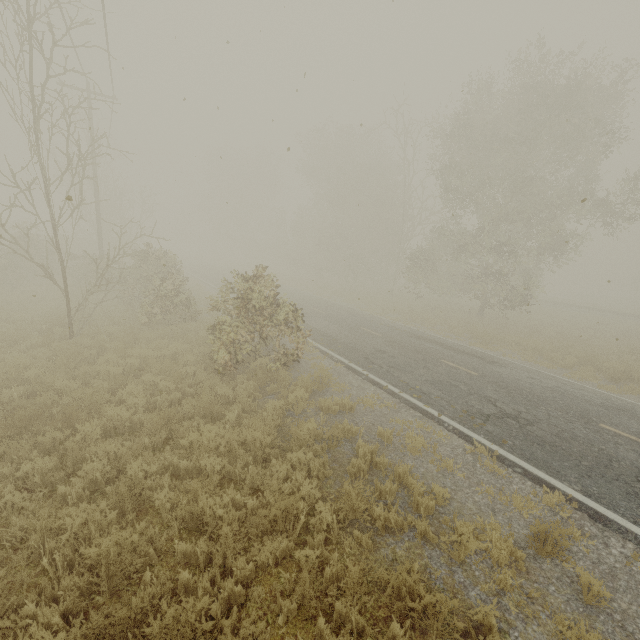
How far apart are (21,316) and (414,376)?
15.6m

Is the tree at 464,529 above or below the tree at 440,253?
below

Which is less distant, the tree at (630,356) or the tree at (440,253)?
the tree at (440,253)

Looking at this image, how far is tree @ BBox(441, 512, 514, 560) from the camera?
4.4 meters

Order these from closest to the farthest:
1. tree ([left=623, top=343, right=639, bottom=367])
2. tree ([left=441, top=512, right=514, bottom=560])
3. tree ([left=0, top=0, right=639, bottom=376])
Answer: tree ([left=441, top=512, right=514, bottom=560]) < tree ([left=0, top=0, right=639, bottom=376]) < tree ([left=623, top=343, right=639, bottom=367])

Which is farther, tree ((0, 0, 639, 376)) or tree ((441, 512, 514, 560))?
tree ((0, 0, 639, 376))

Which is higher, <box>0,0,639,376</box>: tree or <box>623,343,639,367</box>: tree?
<box>0,0,639,376</box>: tree
